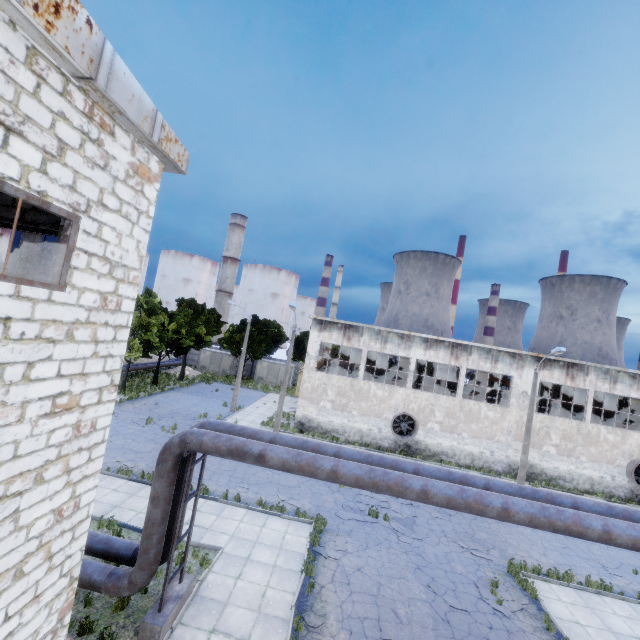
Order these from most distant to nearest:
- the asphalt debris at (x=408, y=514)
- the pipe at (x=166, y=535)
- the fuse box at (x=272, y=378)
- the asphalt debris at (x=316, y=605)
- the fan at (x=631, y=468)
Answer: the fuse box at (x=272, y=378)
the fan at (x=631, y=468)
the asphalt debris at (x=408, y=514)
the asphalt debris at (x=316, y=605)
the pipe at (x=166, y=535)

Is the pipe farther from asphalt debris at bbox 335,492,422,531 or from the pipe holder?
asphalt debris at bbox 335,492,422,531

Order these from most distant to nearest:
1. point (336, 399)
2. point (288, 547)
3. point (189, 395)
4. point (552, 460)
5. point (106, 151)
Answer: point (189, 395)
point (336, 399)
point (552, 460)
point (288, 547)
point (106, 151)

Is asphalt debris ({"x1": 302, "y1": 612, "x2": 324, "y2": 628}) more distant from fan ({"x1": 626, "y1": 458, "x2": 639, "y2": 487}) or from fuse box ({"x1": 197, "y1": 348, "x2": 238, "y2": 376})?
fuse box ({"x1": 197, "y1": 348, "x2": 238, "y2": 376})

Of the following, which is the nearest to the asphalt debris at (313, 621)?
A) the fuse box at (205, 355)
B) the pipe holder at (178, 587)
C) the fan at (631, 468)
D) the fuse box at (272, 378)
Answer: the pipe holder at (178, 587)

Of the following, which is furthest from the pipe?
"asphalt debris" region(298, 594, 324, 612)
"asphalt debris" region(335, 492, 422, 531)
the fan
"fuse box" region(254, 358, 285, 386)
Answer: "fuse box" region(254, 358, 285, 386)

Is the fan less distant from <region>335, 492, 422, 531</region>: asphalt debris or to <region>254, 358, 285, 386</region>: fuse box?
<region>335, 492, 422, 531</region>: asphalt debris

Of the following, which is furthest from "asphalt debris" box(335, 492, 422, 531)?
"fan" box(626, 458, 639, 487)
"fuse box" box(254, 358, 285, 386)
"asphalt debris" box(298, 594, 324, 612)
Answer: "fuse box" box(254, 358, 285, 386)
